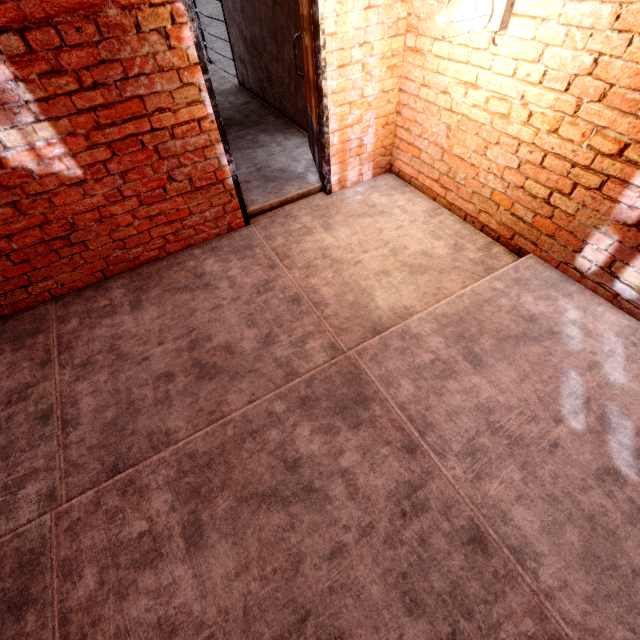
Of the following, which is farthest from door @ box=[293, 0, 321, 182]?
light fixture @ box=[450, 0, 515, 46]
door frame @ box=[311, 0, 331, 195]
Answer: light fixture @ box=[450, 0, 515, 46]

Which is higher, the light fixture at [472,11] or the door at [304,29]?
the light fixture at [472,11]

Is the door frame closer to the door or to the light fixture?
the door

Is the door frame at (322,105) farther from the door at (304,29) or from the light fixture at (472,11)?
the light fixture at (472,11)

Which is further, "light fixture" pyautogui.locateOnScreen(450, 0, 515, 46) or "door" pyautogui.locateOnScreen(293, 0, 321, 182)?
"door" pyautogui.locateOnScreen(293, 0, 321, 182)

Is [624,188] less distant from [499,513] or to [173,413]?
[499,513]
